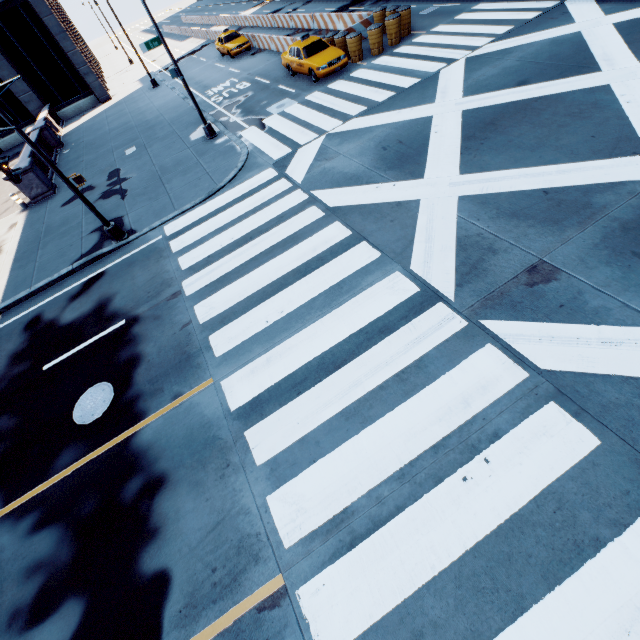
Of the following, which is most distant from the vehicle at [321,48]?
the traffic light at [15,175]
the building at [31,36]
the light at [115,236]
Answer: the building at [31,36]

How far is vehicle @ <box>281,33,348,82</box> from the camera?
16.4 meters

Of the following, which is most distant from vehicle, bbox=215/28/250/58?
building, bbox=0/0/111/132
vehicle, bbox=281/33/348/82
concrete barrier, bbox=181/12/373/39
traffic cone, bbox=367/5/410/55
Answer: traffic cone, bbox=367/5/410/55

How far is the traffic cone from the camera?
16.6m

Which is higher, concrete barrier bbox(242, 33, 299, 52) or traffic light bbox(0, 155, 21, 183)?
traffic light bbox(0, 155, 21, 183)

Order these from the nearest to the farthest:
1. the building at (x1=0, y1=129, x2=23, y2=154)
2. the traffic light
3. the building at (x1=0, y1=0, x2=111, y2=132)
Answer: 1. the traffic light
2. the building at (x1=0, y1=0, x2=111, y2=132)
3. the building at (x1=0, y1=129, x2=23, y2=154)

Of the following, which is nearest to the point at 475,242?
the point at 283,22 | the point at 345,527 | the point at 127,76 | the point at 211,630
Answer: the point at 345,527

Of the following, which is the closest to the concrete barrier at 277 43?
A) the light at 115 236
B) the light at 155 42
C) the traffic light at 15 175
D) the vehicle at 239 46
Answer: the vehicle at 239 46
